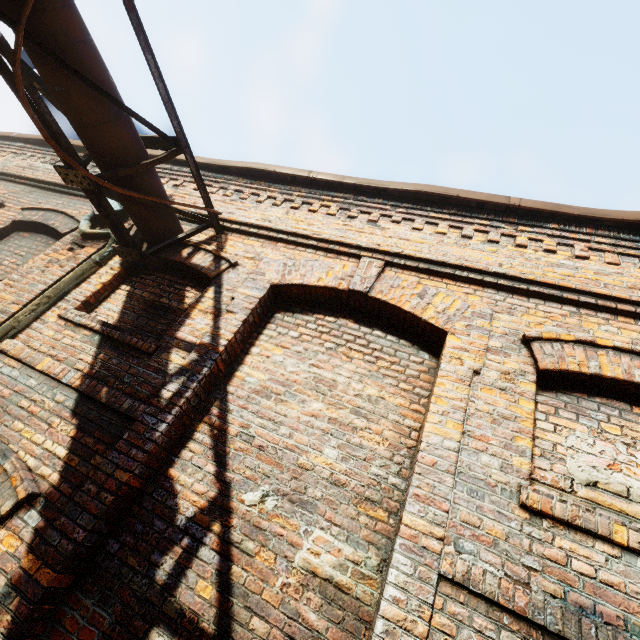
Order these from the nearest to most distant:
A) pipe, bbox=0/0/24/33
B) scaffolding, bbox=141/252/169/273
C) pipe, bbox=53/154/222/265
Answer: pipe, bbox=0/0/24/33
pipe, bbox=53/154/222/265
scaffolding, bbox=141/252/169/273

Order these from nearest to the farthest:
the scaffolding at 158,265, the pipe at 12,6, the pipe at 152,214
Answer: the pipe at 12,6 < the pipe at 152,214 < the scaffolding at 158,265

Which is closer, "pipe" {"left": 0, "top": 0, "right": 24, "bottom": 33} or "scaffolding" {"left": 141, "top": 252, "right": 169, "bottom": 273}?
"pipe" {"left": 0, "top": 0, "right": 24, "bottom": 33}

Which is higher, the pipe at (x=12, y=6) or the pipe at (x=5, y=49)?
the pipe at (x=12, y=6)

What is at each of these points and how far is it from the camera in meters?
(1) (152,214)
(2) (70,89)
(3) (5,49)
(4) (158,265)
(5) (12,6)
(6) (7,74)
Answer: (1) pipe, 3.8 m
(2) pipe, 2.8 m
(3) pipe, 2.4 m
(4) scaffolding, 4.0 m
(5) pipe, 2.4 m
(6) pipe, 2.6 m

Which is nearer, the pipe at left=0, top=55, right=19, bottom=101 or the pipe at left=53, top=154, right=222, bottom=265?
the pipe at left=0, top=55, right=19, bottom=101
